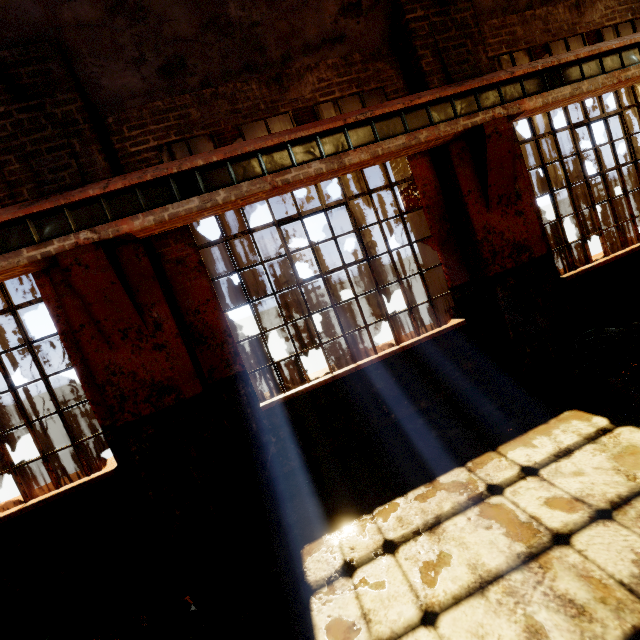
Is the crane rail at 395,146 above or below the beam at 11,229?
below

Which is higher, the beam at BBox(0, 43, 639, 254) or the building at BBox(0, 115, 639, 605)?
the beam at BBox(0, 43, 639, 254)

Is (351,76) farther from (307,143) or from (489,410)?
(489,410)

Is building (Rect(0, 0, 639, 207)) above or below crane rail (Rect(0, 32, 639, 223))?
above

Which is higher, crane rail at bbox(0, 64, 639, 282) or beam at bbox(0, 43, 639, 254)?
beam at bbox(0, 43, 639, 254)

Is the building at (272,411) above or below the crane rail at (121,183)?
below

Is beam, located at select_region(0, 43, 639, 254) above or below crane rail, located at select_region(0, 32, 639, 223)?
below
